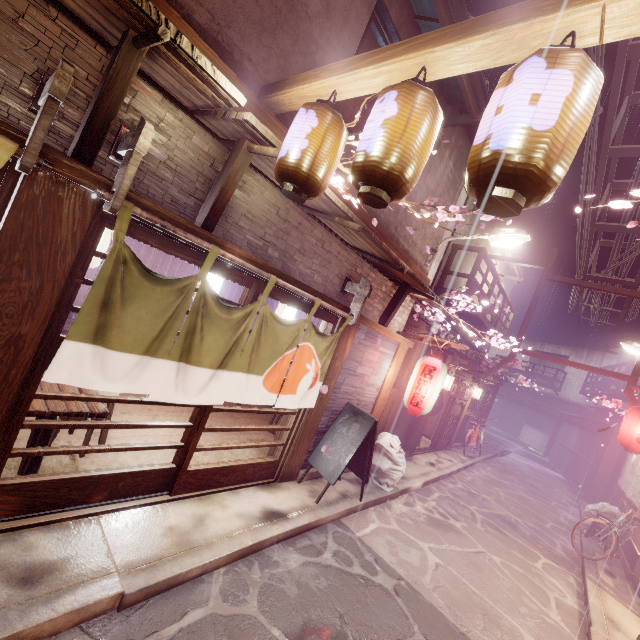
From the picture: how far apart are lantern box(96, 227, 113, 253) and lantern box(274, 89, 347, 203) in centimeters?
354cm

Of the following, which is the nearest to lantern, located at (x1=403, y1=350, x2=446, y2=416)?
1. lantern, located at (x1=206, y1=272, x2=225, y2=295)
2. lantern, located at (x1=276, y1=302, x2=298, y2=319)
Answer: lantern, located at (x1=276, y1=302, x2=298, y2=319)

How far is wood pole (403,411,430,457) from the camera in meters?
16.7

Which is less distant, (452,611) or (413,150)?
(413,150)

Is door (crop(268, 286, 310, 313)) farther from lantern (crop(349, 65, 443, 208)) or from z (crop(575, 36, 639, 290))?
z (crop(575, 36, 639, 290))

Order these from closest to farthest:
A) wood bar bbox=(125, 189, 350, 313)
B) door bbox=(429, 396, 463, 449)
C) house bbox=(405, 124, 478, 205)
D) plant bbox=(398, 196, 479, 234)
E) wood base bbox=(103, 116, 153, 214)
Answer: wood base bbox=(103, 116, 153, 214), wood bar bbox=(125, 189, 350, 313), plant bbox=(398, 196, 479, 234), house bbox=(405, 124, 478, 205), door bbox=(429, 396, 463, 449)

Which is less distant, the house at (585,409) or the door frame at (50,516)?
the door frame at (50,516)

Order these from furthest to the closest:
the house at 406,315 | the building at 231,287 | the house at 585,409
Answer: the house at 585,409
the building at 231,287
the house at 406,315
